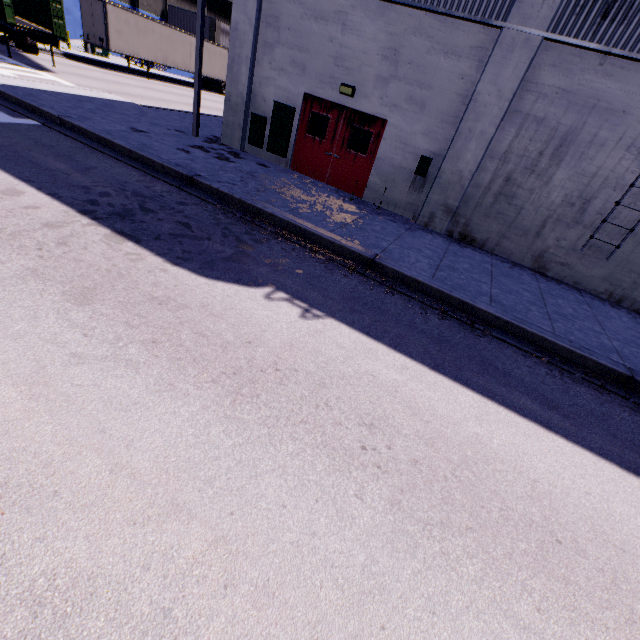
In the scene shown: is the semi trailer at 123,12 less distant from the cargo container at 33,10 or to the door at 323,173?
the cargo container at 33,10

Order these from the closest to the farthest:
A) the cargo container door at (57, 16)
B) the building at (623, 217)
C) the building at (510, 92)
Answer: the building at (510, 92)
the building at (623, 217)
the cargo container door at (57, 16)

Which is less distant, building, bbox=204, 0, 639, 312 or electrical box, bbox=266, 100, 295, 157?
building, bbox=204, 0, 639, 312

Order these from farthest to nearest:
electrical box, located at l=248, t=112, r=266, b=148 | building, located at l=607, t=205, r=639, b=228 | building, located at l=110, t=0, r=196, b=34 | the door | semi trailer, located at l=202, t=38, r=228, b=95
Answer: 1. building, located at l=110, t=0, r=196, b=34
2. semi trailer, located at l=202, t=38, r=228, b=95
3. electrical box, located at l=248, t=112, r=266, b=148
4. the door
5. building, located at l=607, t=205, r=639, b=228

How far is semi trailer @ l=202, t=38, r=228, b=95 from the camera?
30.0m

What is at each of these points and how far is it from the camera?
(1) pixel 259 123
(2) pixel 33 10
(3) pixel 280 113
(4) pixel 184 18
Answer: (1) electrical box, 11.3m
(2) cargo container, 17.6m
(3) electrical box, 10.8m
(4) building, 40.3m

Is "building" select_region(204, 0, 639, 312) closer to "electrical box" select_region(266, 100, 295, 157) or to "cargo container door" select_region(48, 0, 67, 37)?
"electrical box" select_region(266, 100, 295, 157)

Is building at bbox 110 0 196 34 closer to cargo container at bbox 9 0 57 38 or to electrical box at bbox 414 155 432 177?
electrical box at bbox 414 155 432 177
